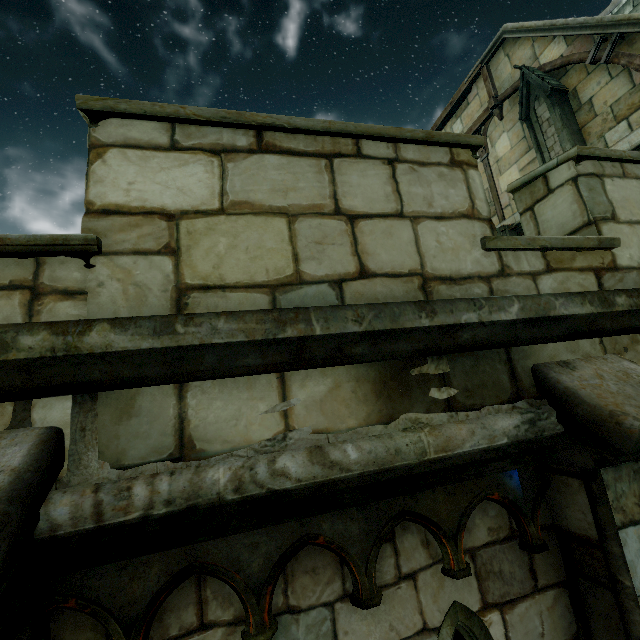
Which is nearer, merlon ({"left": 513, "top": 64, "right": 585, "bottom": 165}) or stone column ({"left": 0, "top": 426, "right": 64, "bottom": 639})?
stone column ({"left": 0, "top": 426, "right": 64, "bottom": 639})

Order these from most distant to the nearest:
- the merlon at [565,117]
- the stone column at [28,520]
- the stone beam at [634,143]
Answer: the merlon at [565,117], the stone beam at [634,143], the stone column at [28,520]

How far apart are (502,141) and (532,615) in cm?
1300

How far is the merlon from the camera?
8.5 meters

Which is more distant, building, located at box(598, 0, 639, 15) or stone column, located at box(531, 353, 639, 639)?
building, located at box(598, 0, 639, 15)

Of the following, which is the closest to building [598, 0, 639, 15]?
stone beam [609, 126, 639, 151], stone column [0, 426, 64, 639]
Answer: stone beam [609, 126, 639, 151]

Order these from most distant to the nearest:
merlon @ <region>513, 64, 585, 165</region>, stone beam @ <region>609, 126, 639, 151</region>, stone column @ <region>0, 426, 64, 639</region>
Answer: merlon @ <region>513, 64, 585, 165</region> → stone beam @ <region>609, 126, 639, 151</region> → stone column @ <region>0, 426, 64, 639</region>

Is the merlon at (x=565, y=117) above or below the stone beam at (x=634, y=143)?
above
